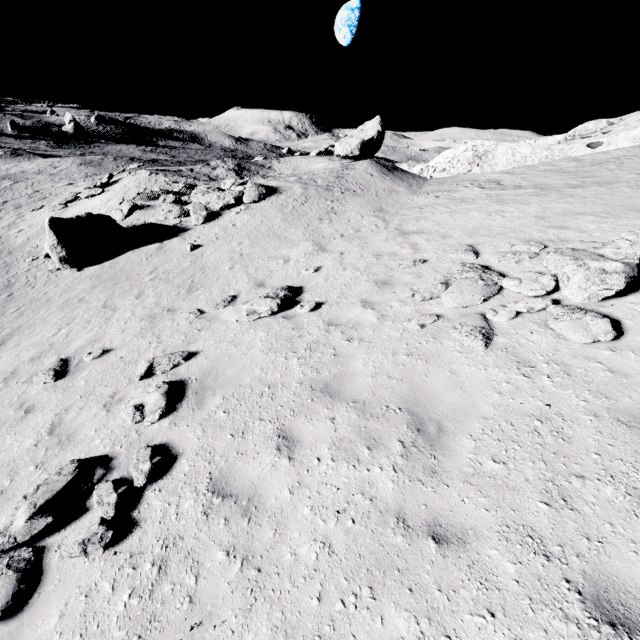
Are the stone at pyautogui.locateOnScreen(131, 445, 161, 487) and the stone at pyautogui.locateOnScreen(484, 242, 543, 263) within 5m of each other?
no

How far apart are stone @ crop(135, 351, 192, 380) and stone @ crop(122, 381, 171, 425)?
0.52m

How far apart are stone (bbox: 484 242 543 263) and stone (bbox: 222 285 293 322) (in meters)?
5.28

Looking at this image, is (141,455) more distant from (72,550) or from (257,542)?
(257,542)

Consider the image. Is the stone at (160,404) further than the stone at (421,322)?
No

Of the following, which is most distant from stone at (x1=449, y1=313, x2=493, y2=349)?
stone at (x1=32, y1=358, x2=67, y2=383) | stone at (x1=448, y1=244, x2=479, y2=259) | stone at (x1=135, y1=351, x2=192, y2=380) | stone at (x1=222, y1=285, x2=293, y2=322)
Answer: stone at (x1=32, y1=358, x2=67, y2=383)

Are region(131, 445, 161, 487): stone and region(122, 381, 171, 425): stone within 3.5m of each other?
yes

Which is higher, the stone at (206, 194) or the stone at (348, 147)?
the stone at (348, 147)
